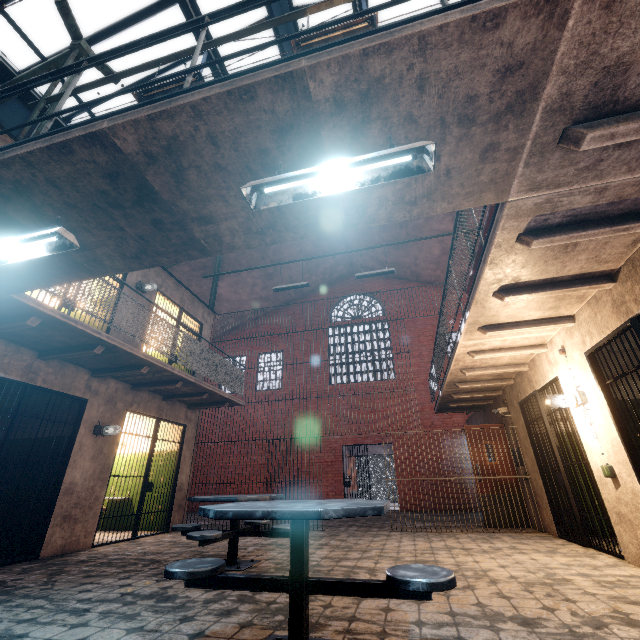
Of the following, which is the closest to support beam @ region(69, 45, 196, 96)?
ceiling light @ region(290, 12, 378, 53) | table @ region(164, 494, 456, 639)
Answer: ceiling light @ region(290, 12, 378, 53)

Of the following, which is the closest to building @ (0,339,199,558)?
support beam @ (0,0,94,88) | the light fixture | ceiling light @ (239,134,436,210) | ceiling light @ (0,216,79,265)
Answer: ceiling light @ (0,216,79,265)

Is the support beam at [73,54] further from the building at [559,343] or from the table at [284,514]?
the table at [284,514]

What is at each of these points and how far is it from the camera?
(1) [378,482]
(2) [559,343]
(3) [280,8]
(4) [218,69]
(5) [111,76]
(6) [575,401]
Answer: (1) metal cage, 17.9m
(2) building, 4.8m
(3) window, 7.7m
(4) window, 7.2m
(5) support beam, 5.6m
(6) light fixture, 4.4m

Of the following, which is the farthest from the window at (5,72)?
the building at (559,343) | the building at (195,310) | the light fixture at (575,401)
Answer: the light fixture at (575,401)

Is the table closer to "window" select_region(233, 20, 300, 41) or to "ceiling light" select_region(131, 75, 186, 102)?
"ceiling light" select_region(131, 75, 186, 102)

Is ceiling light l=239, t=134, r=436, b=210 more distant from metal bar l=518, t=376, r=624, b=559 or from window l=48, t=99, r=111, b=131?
window l=48, t=99, r=111, b=131

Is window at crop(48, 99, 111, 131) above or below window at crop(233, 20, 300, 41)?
below
